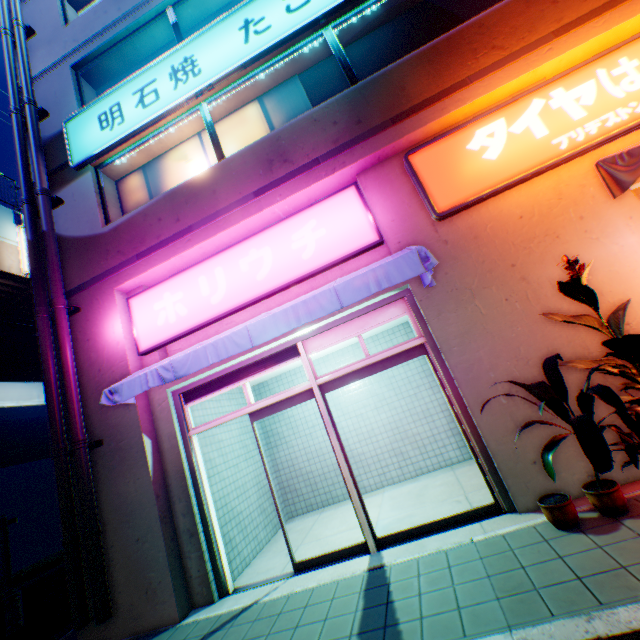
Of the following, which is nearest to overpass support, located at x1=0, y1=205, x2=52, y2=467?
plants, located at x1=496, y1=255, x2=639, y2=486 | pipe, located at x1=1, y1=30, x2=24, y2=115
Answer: pipe, located at x1=1, y1=30, x2=24, y2=115

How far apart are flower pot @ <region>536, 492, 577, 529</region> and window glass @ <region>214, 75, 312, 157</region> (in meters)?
6.58

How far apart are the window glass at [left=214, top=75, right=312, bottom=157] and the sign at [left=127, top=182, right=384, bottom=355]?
1.59m

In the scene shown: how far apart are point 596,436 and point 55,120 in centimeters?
1118cm

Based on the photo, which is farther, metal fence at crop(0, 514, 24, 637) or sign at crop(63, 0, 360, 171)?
sign at crop(63, 0, 360, 171)

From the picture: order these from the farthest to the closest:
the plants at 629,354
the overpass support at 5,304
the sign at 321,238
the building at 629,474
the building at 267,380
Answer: → the overpass support at 5,304 < the building at 267,380 < the sign at 321,238 < the building at 629,474 < the plants at 629,354

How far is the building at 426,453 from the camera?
7.09m

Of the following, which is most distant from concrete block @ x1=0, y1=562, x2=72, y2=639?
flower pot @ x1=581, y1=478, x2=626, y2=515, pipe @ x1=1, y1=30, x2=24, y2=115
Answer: flower pot @ x1=581, y1=478, x2=626, y2=515
